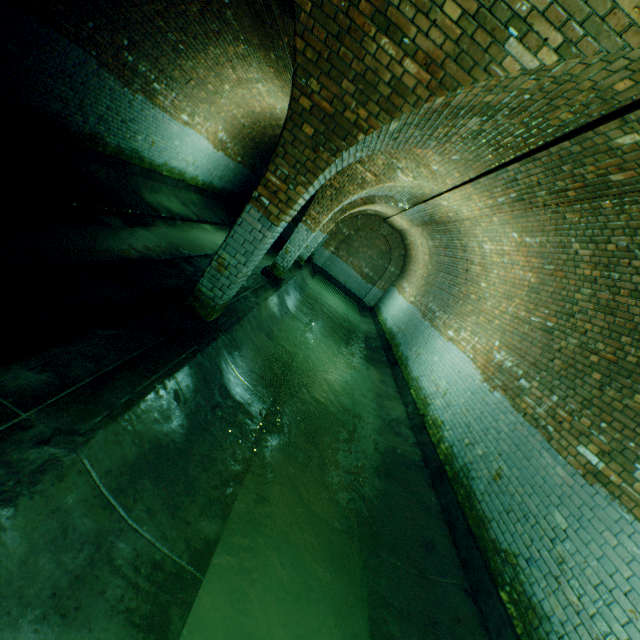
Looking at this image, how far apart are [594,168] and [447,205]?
4.4m
